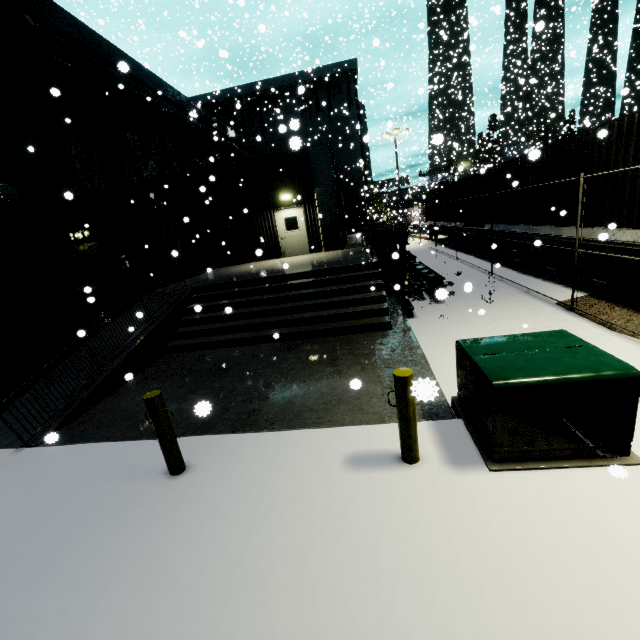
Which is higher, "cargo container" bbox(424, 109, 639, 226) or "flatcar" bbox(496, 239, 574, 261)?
"cargo container" bbox(424, 109, 639, 226)

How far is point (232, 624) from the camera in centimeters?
248cm

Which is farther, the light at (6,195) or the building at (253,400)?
the light at (6,195)

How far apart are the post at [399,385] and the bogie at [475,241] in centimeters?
1619cm

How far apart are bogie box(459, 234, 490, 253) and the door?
8.80m

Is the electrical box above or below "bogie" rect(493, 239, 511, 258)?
below

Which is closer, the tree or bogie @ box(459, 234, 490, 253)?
the tree

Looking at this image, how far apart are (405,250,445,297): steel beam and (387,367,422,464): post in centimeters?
723cm
